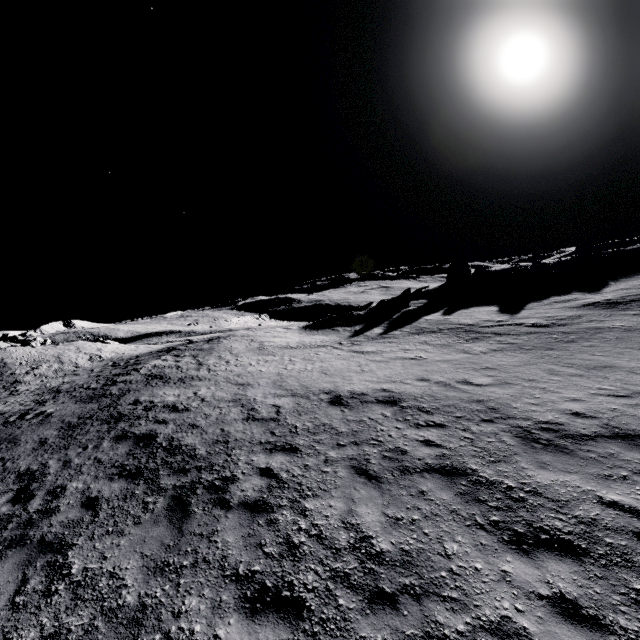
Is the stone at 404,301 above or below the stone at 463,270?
below

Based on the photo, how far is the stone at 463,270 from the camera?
42.62m

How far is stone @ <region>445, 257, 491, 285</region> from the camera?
42.6 meters

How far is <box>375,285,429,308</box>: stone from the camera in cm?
3575

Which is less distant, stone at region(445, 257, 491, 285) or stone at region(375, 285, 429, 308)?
stone at region(375, 285, 429, 308)

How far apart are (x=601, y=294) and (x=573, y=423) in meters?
23.9

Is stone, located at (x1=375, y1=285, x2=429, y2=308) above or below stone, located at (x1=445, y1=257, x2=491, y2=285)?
below
